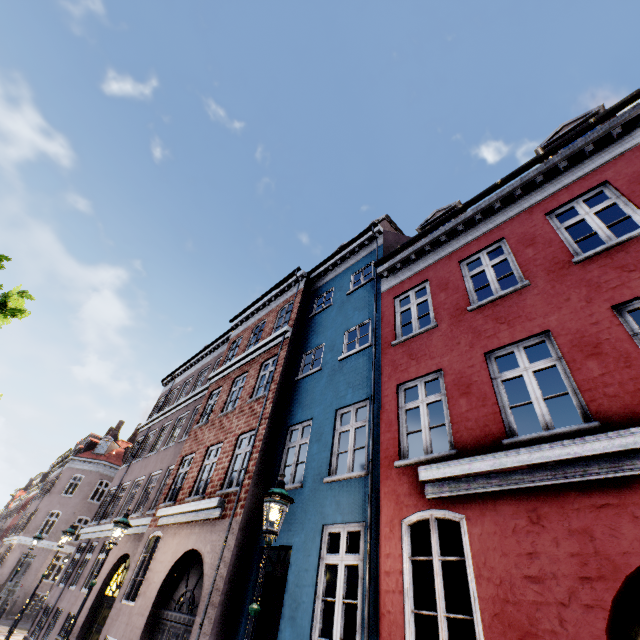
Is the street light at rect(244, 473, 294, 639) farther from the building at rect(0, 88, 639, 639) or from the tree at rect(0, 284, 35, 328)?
the building at rect(0, 88, 639, 639)

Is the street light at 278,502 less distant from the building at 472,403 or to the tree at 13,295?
the tree at 13,295

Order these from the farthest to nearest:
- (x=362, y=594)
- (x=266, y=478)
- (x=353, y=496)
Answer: (x=266, y=478), (x=353, y=496), (x=362, y=594)

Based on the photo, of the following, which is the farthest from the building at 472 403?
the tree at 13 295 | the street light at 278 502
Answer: the tree at 13 295

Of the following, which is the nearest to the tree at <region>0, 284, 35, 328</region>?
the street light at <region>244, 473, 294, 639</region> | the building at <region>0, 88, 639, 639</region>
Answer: the street light at <region>244, 473, 294, 639</region>
